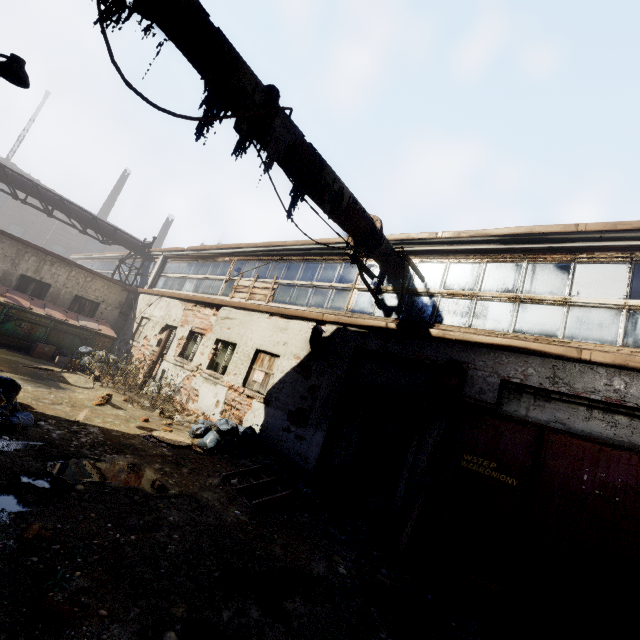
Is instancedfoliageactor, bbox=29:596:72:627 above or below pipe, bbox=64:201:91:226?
below

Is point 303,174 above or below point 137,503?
above

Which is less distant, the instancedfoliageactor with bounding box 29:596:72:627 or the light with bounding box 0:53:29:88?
the instancedfoliageactor with bounding box 29:596:72:627

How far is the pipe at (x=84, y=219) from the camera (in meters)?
15.21

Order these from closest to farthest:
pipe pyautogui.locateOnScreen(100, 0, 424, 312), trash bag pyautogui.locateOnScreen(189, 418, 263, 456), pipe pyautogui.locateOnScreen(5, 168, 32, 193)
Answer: pipe pyautogui.locateOnScreen(100, 0, 424, 312) → trash bag pyautogui.locateOnScreen(189, 418, 263, 456) → pipe pyautogui.locateOnScreen(5, 168, 32, 193)

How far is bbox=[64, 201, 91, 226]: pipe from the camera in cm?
1521

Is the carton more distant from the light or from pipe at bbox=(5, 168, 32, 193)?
the light

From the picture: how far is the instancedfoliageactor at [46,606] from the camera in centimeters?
221cm
